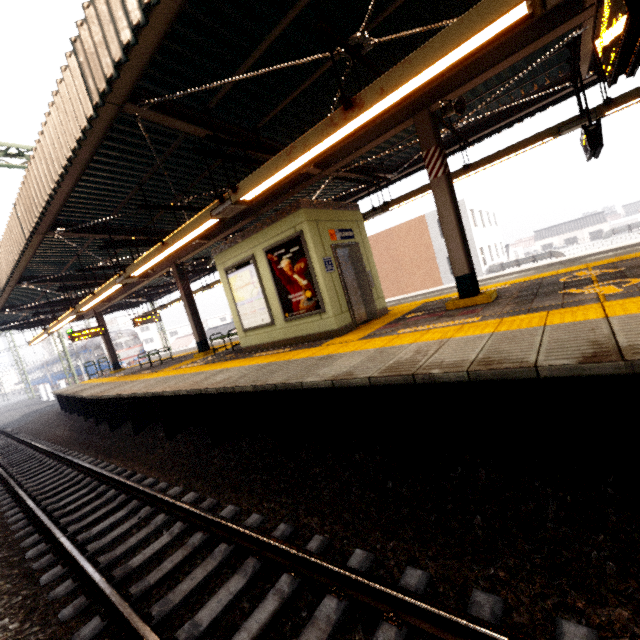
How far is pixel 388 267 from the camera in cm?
2808

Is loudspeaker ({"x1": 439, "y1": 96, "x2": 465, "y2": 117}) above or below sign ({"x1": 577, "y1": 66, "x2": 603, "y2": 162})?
above

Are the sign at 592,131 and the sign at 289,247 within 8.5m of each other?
yes

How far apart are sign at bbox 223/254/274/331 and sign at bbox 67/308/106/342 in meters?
11.6

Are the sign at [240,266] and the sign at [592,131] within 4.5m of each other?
no

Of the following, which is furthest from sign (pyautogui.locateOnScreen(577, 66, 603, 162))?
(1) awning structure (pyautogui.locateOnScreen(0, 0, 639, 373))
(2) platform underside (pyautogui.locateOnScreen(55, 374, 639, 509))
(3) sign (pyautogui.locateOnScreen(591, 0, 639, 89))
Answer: (2) platform underside (pyautogui.locateOnScreen(55, 374, 639, 509))

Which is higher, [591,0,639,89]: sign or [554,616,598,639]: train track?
[591,0,639,89]: sign

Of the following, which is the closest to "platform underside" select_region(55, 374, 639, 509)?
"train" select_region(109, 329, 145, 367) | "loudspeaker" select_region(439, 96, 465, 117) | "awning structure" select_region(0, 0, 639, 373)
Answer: "awning structure" select_region(0, 0, 639, 373)
